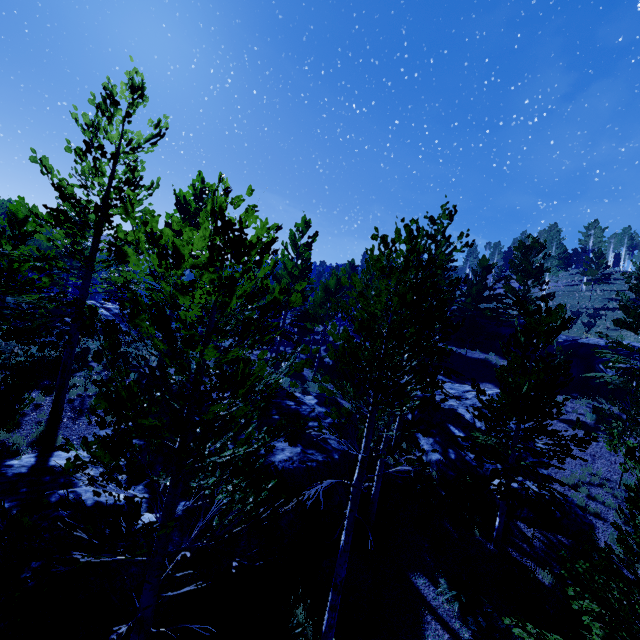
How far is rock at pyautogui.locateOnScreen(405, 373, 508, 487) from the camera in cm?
1424

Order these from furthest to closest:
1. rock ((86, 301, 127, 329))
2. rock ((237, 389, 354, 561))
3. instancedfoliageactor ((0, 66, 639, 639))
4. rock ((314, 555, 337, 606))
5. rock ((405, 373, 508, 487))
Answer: rock ((86, 301, 127, 329)), rock ((405, 373, 508, 487)), rock ((237, 389, 354, 561)), rock ((314, 555, 337, 606)), instancedfoliageactor ((0, 66, 639, 639))

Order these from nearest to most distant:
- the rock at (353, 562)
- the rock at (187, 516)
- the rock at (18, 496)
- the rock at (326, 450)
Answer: the rock at (18, 496) → the rock at (187, 516) → the rock at (353, 562) → the rock at (326, 450)

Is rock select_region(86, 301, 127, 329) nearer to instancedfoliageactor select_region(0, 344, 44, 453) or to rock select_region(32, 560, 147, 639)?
instancedfoliageactor select_region(0, 344, 44, 453)

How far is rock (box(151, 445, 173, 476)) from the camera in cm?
943

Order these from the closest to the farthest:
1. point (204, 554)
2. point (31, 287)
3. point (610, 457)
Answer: point (204, 554), point (31, 287), point (610, 457)

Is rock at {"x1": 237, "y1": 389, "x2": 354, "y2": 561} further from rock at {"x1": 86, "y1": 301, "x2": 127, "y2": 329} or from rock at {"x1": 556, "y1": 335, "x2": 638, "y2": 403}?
rock at {"x1": 86, "y1": 301, "x2": 127, "y2": 329}

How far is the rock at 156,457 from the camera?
9.43m
